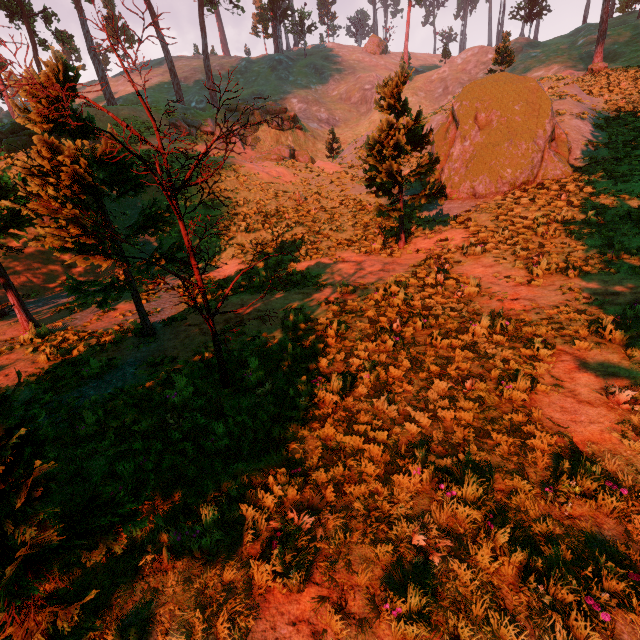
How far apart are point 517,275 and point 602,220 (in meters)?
3.89

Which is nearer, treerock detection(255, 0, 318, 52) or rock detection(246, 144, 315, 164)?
rock detection(246, 144, 315, 164)

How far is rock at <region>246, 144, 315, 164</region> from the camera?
30.0m

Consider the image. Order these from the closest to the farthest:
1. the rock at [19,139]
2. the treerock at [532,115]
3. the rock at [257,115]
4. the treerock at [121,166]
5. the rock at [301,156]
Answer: the treerock at [121,166] < the treerock at [532,115] < the rock at [19,139] < the rock at [301,156] < the rock at [257,115]

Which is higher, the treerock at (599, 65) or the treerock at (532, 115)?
the treerock at (599, 65)

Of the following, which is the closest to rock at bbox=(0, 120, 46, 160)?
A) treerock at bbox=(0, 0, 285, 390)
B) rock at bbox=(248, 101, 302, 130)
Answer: treerock at bbox=(0, 0, 285, 390)

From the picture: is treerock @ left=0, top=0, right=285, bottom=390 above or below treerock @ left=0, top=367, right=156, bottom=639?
above
